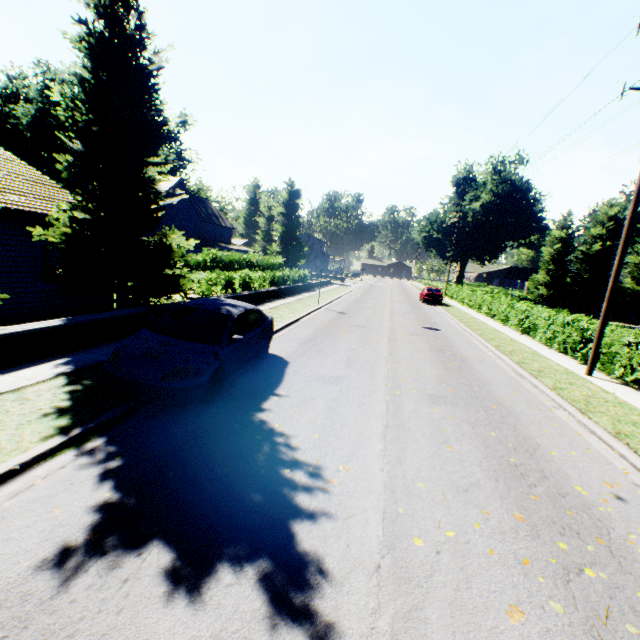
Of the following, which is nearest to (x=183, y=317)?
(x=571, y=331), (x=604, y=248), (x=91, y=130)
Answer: (x=91, y=130)

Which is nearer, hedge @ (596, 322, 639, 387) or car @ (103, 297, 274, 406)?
car @ (103, 297, 274, 406)

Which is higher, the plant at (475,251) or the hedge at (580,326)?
the plant at (475,251)

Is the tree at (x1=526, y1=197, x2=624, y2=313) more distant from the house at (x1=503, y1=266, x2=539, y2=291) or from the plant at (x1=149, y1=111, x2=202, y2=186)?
the house at (x1=503, y1=266, x2=539, y2=291)

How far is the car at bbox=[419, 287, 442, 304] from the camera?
30.9m

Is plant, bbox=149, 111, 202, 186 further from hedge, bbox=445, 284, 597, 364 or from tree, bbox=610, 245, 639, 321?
hedge, bbox=445, 284, 597, 364

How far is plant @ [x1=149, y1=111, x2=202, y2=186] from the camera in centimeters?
4747cm

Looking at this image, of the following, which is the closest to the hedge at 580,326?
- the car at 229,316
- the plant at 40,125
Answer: the plant at 40,125
